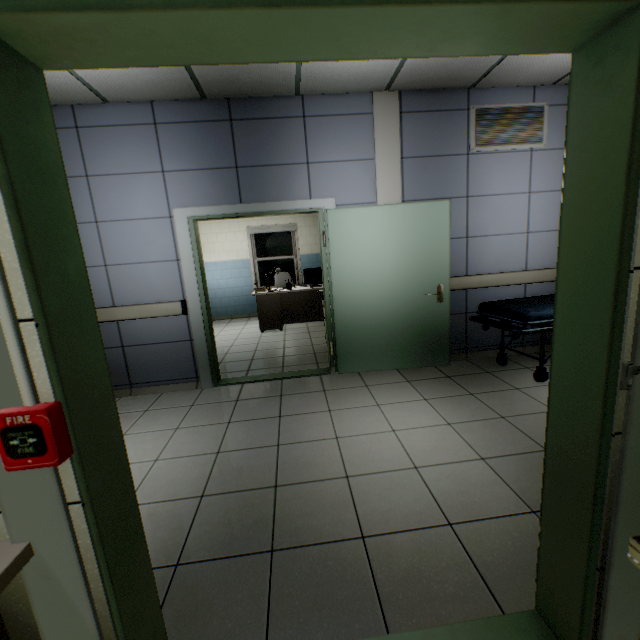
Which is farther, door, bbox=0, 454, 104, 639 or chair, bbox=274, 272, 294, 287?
chair, bbox=274, 272, 294, 287

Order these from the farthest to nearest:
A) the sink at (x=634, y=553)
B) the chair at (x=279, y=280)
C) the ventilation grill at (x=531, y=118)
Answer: the chair at (x=279, y=280)
the ventilation grill at (x=531, y=118)
the sink at (x=634, y=553)

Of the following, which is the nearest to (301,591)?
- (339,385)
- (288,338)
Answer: (339,385)

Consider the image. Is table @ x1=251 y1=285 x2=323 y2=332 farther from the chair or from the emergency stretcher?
the emergency stretcher

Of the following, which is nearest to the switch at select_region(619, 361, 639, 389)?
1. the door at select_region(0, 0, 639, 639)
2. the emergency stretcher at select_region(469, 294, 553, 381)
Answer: the door at select_region(0, 0, 639, 639)

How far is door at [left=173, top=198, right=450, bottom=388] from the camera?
3.7m

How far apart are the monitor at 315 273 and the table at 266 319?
0.02m

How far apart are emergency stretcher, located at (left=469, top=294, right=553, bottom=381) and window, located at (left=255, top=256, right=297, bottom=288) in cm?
573
